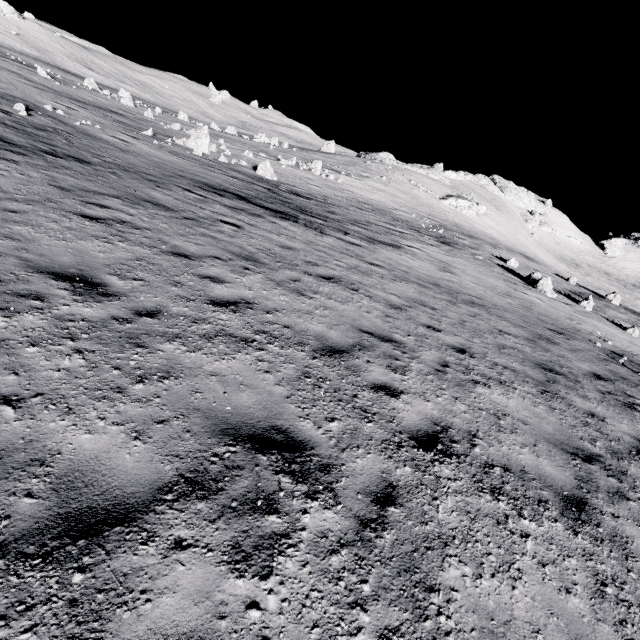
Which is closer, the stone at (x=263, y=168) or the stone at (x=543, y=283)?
the stone at (x=543, y=283)

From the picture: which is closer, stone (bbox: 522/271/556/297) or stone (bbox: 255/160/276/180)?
stone (bbox: 522/271/556/297)

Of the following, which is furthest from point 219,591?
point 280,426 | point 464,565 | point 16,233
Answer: point 16,233

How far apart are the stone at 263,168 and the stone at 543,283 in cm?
2195

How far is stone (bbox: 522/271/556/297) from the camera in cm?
2492

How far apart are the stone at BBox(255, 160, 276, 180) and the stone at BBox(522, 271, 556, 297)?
21.95m

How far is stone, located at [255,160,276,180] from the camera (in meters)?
25.94
